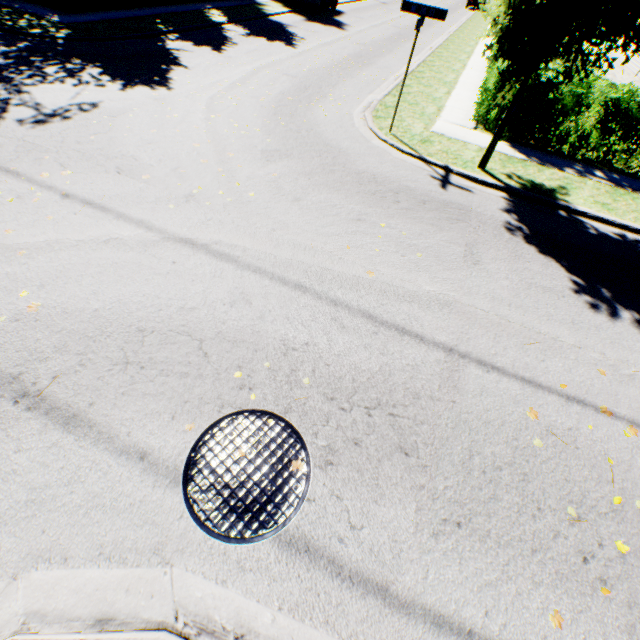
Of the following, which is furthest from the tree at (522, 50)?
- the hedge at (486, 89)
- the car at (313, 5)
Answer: the car at (313, 5)

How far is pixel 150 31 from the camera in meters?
11.9

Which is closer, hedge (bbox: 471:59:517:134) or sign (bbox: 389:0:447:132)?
sign (bbox: 389:0:447:132)

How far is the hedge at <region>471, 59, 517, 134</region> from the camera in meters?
9.1 m

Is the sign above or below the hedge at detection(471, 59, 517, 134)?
above

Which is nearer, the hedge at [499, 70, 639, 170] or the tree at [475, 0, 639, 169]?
the tree at [475, 0, 639, 169]

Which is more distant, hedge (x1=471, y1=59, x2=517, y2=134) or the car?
the car

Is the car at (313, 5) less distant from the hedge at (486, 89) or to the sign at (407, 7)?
the hedge at (486, 89)
